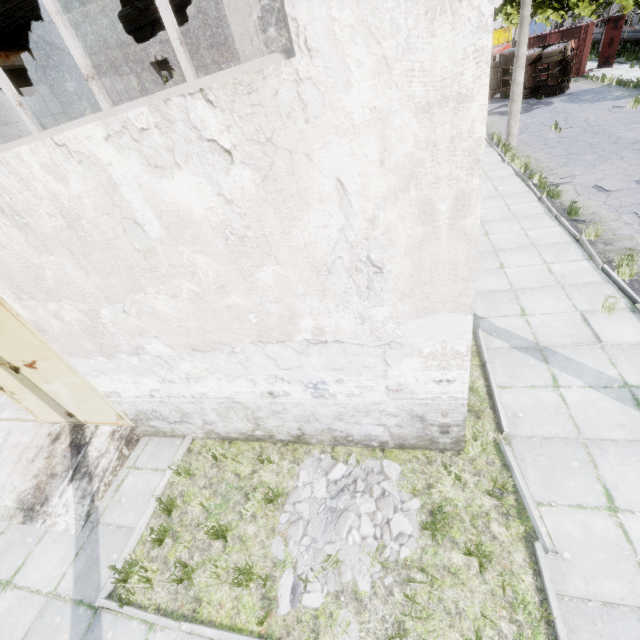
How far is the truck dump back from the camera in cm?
2257

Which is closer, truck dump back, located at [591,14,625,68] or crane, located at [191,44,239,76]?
crane, located at [191,44,239,76]

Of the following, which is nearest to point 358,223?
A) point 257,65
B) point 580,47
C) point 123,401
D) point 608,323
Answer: point 257,65

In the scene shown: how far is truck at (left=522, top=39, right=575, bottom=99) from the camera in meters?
20.3 m

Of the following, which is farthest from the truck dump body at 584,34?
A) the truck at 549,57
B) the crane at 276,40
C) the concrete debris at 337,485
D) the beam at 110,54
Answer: the concrete debris at 337,485

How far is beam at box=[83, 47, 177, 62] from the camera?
16.23m

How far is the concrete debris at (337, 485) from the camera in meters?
4.3 m

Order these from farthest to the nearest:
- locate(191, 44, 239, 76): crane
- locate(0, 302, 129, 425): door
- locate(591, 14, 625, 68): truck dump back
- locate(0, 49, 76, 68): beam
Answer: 1. locate(591, 14, 625, 68): truck dump back
2. locate(191, 44, 239, 76): crane
3. locate(0, 49, 76, 68): beam
4. locate(0, 302, 129, 425): door
